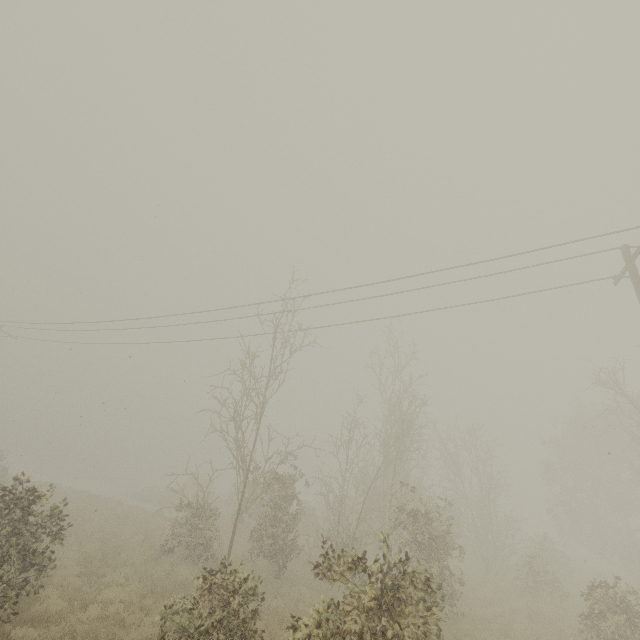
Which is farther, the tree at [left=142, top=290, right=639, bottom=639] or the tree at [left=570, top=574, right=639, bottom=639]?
the tree at [left=570, top=574, right=639, bottom=639]

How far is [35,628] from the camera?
8.2 meters

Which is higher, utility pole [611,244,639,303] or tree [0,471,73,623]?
utility pole [611,244,639,303]

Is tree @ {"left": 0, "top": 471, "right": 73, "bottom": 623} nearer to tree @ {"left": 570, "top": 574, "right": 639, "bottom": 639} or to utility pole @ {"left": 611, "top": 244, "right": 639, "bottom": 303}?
tree @ {"left": 570, "top": 574, "right": 639, "bottom": 639}

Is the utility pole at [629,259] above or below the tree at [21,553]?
above

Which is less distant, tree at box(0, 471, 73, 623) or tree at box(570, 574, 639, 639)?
tree at box(0, 471, 73, 623)

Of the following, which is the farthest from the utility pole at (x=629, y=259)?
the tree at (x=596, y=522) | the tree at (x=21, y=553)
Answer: the tree at (x=21, y=553)
